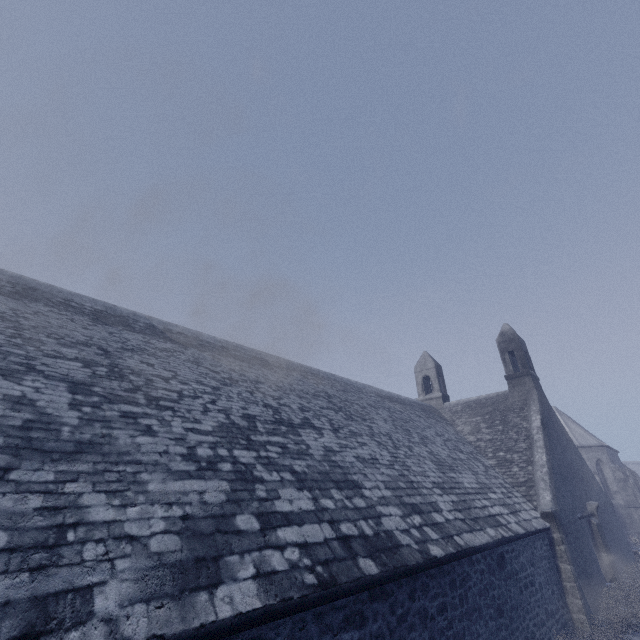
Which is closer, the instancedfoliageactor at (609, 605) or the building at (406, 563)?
the building at (406, 563)

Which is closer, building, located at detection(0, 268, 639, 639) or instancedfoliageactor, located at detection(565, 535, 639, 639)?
building, located at detection(0, 268, 639, 639)

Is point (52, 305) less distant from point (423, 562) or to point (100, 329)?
point (100, 329)

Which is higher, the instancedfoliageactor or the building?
the building

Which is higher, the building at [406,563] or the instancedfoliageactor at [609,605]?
the building at [406,563]
